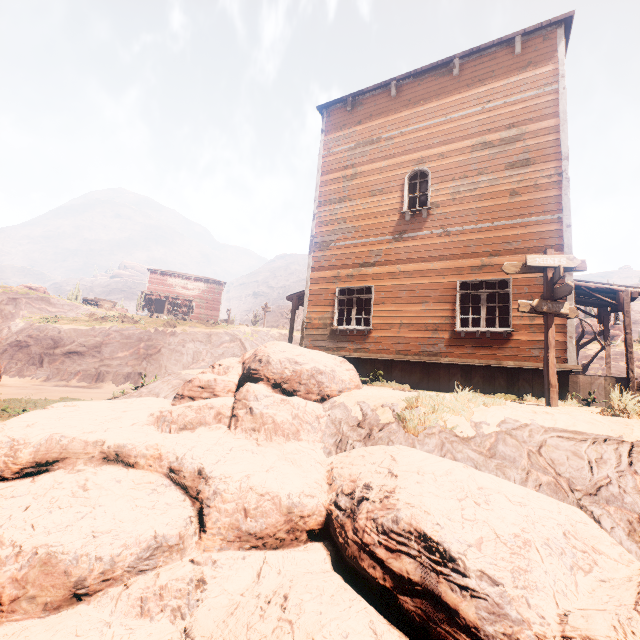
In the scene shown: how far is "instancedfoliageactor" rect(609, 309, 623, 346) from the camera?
14.6m

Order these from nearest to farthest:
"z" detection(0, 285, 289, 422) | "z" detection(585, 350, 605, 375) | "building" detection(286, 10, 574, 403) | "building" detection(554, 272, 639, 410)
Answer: "building" detection(554, 272, 639, 410)
"building" detection(286, 10, 574, 403)
"z" detection(0, 285, 289, 422)
"z" detection(585, 350, 605, 375)

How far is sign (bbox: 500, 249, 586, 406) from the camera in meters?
6.5 m

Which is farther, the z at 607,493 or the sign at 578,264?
the sign at 578,264

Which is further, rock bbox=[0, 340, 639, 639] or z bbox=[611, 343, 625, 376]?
z bbox=[611, 343, 625, 376]

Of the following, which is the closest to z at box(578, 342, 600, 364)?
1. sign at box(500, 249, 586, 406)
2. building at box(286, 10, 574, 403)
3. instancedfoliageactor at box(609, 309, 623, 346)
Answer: building at box(286, 10, 574, 403)

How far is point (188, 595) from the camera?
2.7 meters

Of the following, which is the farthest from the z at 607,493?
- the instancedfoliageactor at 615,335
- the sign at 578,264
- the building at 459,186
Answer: the instancedfoliageactor at 615,335
